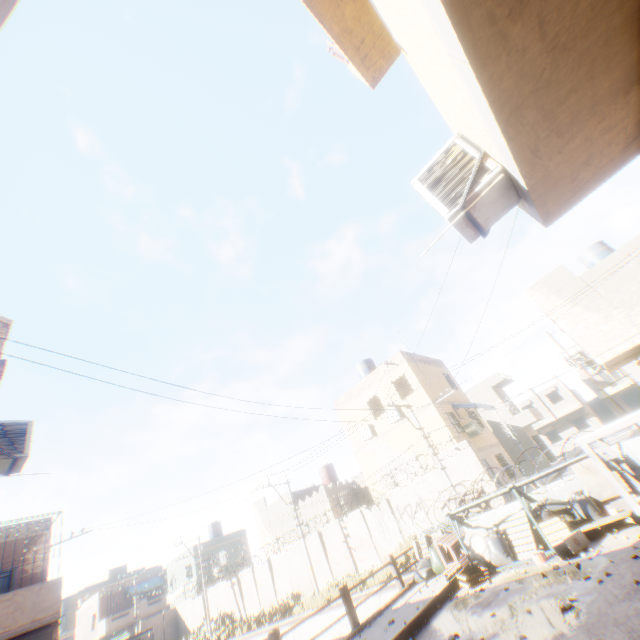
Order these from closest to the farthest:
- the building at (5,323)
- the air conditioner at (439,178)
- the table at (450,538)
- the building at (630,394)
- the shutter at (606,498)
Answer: the air conditioner at (439,178), the building at (5,323), the shutter at (606,498), the table at (450,538), the building at (630,394)

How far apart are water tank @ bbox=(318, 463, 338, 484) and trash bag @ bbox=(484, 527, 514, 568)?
23.59m

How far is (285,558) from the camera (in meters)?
23.42

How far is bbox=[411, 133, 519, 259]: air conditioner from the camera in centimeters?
344cm

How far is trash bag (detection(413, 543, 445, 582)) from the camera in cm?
957

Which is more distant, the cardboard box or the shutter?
the shutter

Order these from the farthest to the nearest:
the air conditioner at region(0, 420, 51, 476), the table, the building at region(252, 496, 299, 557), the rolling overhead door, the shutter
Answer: the building at region(252, 496, 299, 557) < the rolling overhead door < the table < the shutter < the air conditioner at region(0, 420, 51, 476)

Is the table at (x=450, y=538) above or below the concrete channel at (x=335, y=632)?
above
